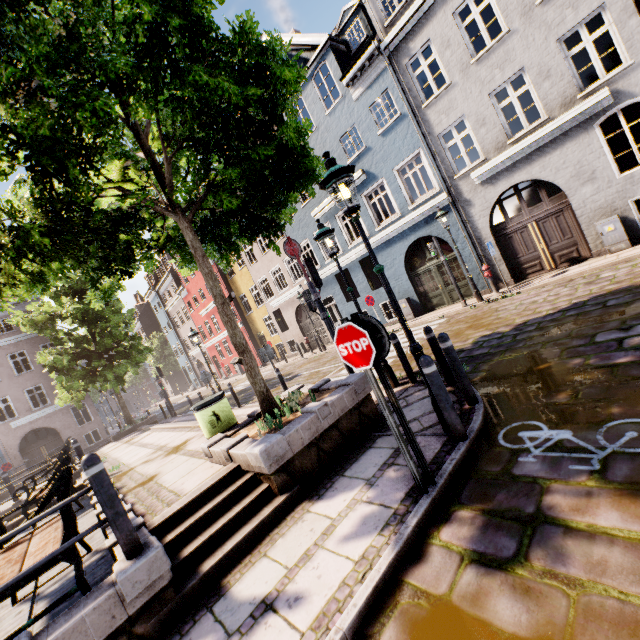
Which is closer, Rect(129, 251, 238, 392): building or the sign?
the sign

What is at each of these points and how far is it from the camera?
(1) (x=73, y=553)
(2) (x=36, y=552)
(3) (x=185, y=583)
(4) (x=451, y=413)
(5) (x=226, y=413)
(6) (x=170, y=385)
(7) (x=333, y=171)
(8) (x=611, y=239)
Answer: (1) bench, 3.13m
(2) bench, 3.48m
(3) stairs, 3.40m
(4) bollard, 3.84m
(5) trash bin, 6.57m
(6) building, 50.69m
(7) street light, 3.94m
(8) electrical box, 9.80m

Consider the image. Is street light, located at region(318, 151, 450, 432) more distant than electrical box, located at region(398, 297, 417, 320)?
No

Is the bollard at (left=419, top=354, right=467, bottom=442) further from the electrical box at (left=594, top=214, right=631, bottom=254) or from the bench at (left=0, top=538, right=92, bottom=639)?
the electrical box at (left=594, top=214, right=631, bottom=254)

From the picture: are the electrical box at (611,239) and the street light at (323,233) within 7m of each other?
no

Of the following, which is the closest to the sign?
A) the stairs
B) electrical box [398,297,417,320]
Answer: the stairs

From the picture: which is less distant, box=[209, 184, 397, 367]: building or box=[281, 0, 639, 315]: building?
box=[281, 0, 639, 315]: building

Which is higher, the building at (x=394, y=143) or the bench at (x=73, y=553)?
the building at (x=394, y=143)
